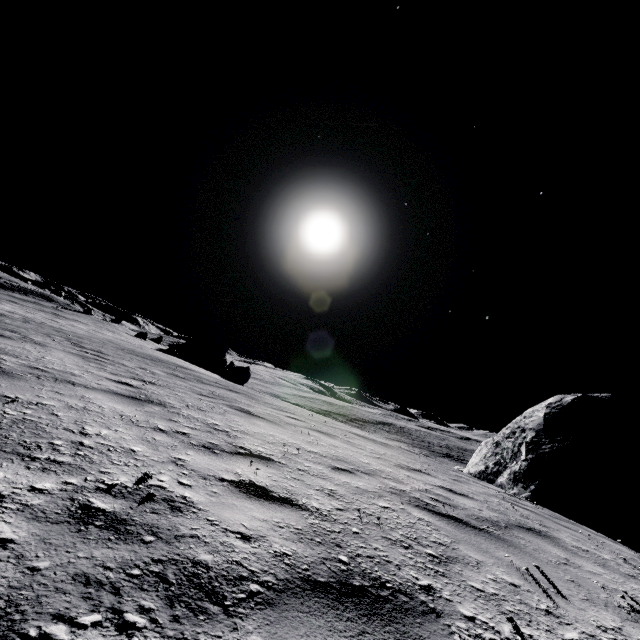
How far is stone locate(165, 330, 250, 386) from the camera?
29.1 meters

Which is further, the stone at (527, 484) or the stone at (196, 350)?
the stone at (196, 350)

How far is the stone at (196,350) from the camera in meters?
29.1

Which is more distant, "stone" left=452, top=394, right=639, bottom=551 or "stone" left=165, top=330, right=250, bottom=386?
"stone" left=165, top=330, right=250, bottom=386

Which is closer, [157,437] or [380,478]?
[157,437]
